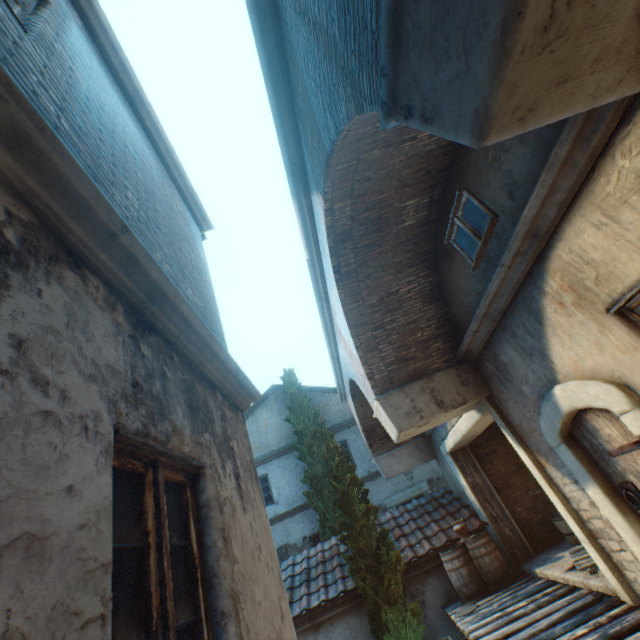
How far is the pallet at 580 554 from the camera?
5.5m

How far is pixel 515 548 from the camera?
8.1m

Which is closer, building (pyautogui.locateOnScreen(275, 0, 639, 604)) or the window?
building (pyautogui.locateOnScreen(275, 0, 639, 604))

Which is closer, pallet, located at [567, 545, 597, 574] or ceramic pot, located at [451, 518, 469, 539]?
pallet, located at [567, 545, 597, 574]

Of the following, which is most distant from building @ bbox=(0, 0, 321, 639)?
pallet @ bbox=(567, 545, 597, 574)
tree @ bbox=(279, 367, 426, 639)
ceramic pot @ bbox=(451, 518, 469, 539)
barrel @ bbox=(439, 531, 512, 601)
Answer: ceramic pot @ bbox=(451, 518, 469, 539)

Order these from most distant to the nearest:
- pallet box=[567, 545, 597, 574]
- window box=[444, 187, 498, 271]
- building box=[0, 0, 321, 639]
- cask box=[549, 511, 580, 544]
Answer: cask box=[549, 511, 580, 544]
pallet box=[567, 545, 597, 574]
window box=[444, 187, 498, 271]
building box=[0, 0, 321, 639]

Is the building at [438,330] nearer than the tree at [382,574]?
Yes

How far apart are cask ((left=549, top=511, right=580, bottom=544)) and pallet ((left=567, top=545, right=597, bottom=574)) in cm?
71
